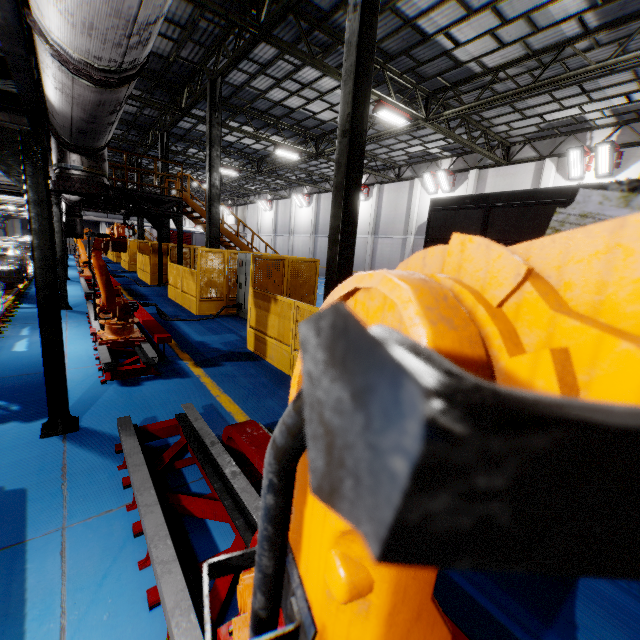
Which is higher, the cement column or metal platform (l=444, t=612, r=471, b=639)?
the cement column

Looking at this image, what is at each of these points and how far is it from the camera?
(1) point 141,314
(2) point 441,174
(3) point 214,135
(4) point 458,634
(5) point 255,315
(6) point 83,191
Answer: (1) metal platform, 7.8m
(2) light, 19.9m
(3) metal pole, 11.6m
(4) metal platform, 1.6m
(5) metal panel, 7.4m
(6) pipe cover, 3.4m

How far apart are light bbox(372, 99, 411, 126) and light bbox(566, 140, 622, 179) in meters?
8.5

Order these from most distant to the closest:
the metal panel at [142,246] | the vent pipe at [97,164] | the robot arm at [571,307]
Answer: the metal panel at [142,246] < the vent pipe at [97,164] < the robot arm at [571,307]

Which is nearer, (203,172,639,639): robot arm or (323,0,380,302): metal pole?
(203,172,639,639): robot arm

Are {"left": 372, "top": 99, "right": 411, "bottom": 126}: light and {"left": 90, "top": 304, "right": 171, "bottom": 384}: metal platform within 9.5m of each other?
no

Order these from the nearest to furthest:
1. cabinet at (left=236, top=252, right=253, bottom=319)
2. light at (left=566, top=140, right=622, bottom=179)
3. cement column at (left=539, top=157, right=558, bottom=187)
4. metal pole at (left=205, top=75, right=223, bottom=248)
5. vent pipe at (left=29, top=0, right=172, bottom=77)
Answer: vent pipe at (left=29, top=0, right=172, bottom=77)
cabinet at (left=236, top=252, right=253, bottom=319)
metal pole at (left=205, top=75, right=223, bottom=248)
light at (left=566, top=140, right=622, bottom=179)
cement column at (left=539, top=157, right=558, bottom=187)

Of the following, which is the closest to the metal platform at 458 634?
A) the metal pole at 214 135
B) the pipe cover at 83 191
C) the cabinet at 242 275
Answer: the pipe cover at 83 191
